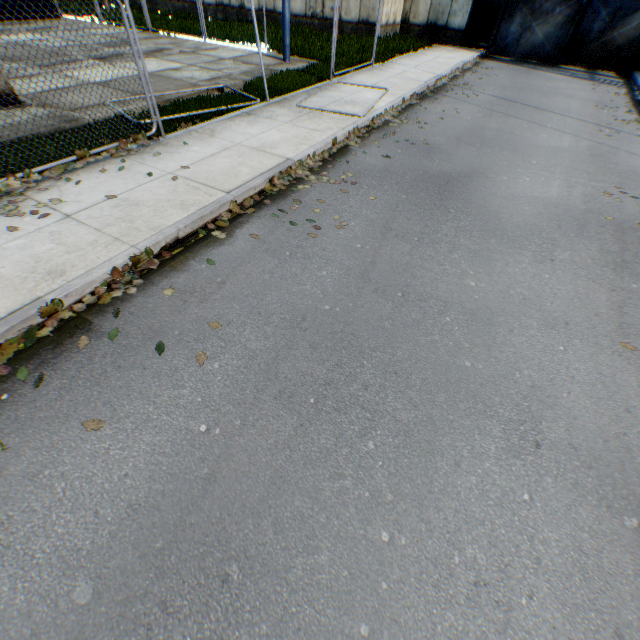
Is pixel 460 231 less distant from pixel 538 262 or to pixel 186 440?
pixel 538 262

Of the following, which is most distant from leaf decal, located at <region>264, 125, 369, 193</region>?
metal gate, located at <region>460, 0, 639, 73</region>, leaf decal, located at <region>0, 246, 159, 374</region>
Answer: metal gate, located at <region>460, 0, 639, 73</region>

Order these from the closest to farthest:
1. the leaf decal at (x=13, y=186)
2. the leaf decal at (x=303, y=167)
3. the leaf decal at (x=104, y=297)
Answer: the leaf decal at (x=104, y=297), the leaf decal at (x=13, y=186), the leaf decal at (x=303, y=167)

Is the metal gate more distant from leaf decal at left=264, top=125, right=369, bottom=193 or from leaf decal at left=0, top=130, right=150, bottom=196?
leaf decal at left=0, top=130, right=150, bottom=196

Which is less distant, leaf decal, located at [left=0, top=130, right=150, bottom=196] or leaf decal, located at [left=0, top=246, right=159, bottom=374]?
leaf decal, located at [left=0, top=246, right=159, bottom=374]

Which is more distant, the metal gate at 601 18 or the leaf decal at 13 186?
the metal gate at 601 18

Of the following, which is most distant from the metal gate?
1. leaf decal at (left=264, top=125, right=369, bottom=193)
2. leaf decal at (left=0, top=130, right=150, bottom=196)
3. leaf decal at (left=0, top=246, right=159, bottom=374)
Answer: leaf decal at (left=0, top=246, right=159, bottom=374)

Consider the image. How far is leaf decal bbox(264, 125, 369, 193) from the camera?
6.1 meters
